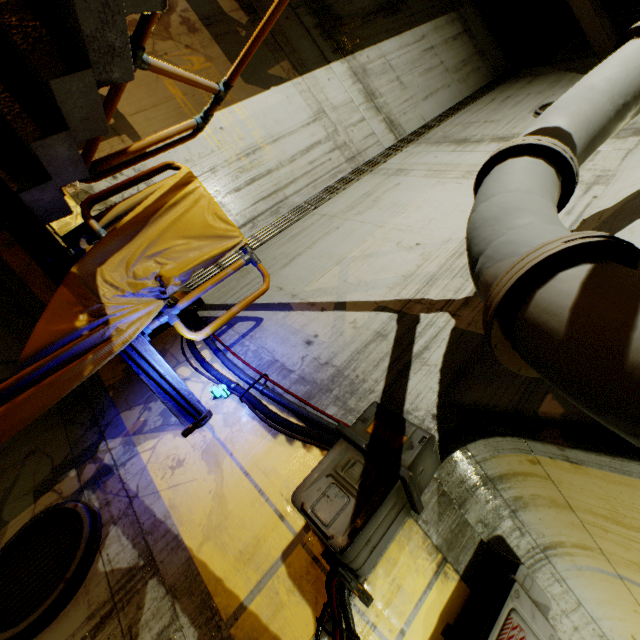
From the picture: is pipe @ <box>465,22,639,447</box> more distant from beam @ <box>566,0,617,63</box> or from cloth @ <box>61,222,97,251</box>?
cloth @ <box>61,222,97,251</box>

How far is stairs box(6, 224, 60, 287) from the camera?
2.5 meters

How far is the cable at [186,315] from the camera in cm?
381

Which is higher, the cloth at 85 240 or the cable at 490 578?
the cable at 490 578

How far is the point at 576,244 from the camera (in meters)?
1.19

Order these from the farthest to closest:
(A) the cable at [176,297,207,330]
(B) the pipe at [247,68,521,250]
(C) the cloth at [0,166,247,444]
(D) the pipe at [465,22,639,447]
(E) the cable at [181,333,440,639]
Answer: (B) the pipe at [247,68,521,250], (A) the cable at [176,297,207,330], (C) the cloth at [0,166,247,444], (E) the cable at [181,333,440,639], (D) the pipe at [465,22,639,447]

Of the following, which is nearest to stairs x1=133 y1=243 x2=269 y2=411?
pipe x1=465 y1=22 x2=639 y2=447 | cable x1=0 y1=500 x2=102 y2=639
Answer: pipe x1=465 y1=22 x2=639 y2=447

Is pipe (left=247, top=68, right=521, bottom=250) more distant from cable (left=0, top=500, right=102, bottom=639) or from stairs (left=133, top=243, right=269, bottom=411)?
cable (left=0, top=500, right=102, bottom=639)
